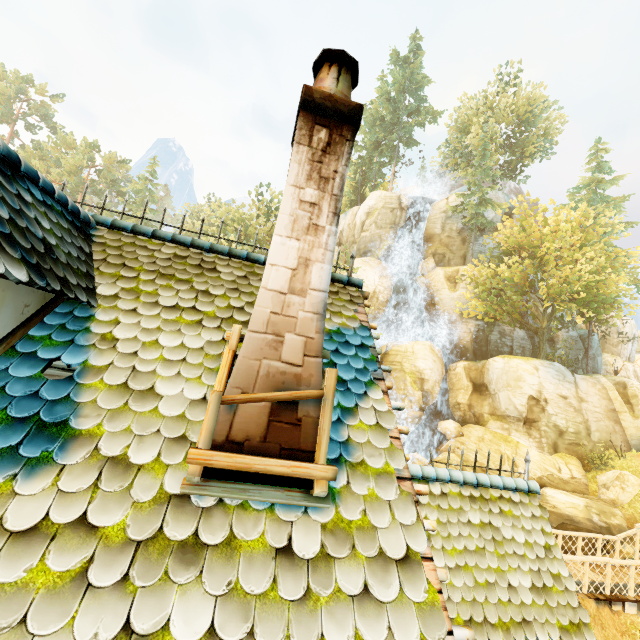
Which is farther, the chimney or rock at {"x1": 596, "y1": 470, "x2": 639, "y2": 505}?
rock at {"x1": 596, "y1": 470, "x2": 639, "y2": 505}

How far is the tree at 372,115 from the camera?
40.4 meters

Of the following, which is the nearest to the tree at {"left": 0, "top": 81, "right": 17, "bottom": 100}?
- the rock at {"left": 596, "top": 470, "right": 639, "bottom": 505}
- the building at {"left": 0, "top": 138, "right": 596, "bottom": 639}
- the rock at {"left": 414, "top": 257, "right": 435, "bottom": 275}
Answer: the rock at {"left": 414, "top": 257, "right": 435, "bottom": 275}

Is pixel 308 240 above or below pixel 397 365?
below

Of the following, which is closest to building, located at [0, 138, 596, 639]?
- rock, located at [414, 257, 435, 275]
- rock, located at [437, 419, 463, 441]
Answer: rock, located at [437, 419, 463, 441]

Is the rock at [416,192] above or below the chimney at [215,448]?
above

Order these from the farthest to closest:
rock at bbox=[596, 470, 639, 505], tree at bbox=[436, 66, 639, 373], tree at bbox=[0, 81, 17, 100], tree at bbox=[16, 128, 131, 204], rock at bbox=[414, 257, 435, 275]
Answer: tree at bbox=[0, 81, 17, 100]
tree at bbox=[16, 128, 131, 204]
rock at bbox=[414, 257, 435, 275]
tree at bbox=[436, 66, 639, 373]
rock at bbox=[596, 470, 639, 505]

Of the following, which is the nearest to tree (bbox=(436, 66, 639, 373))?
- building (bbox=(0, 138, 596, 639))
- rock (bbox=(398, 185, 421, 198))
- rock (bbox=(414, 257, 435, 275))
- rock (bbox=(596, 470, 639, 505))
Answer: rock (bbox=(414, 257, 435, 275))
